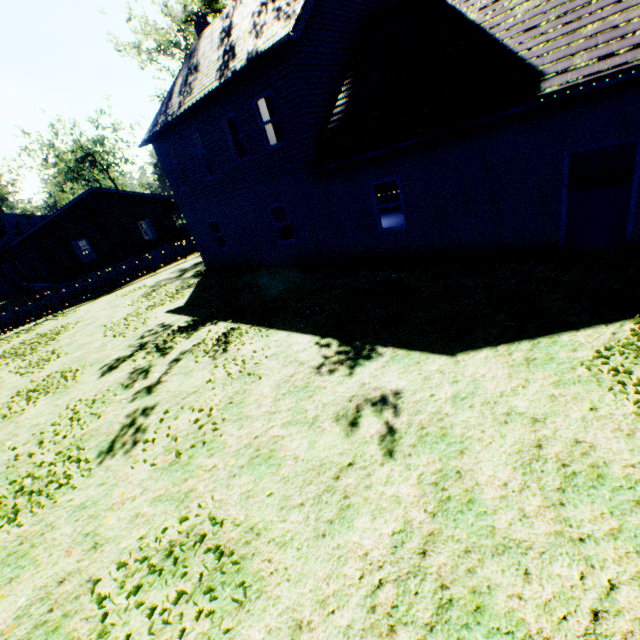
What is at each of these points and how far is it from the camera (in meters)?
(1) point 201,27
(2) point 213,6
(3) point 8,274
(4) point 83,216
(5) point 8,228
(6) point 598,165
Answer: (1) chimney, 17.73
(2) tree, 22.62
(3) house, 45.22
(4) flat, 24.02
(5) house, 44.84
(6) garage door, 12.22

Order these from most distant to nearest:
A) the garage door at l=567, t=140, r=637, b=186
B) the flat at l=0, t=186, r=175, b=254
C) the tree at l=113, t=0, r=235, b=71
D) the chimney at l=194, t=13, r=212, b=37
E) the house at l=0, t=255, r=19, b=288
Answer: the house at l=0, t=255, r=19, b=288 < the tree at l=113, t=0, r=235, b=71 < the flat at l=0, t=186, r=175, b=254 < the chimney at l=194, t=13, r=212, b=37 < the garage door at l=567, t=140, r=637, b=186

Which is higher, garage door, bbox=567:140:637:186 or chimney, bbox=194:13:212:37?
chimney, bbox=194:13:212:37

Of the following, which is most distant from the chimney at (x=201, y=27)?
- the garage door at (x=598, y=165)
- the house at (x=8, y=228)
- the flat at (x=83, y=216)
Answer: the house at (x=8, y=228)

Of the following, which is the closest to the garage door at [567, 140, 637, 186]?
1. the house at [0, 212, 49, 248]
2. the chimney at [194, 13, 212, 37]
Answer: the chimney at [194, 13, 212, 37]

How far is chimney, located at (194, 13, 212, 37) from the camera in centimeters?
1772cm

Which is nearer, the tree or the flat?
the flat

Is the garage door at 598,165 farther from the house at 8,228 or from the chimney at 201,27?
the house at 8,228
